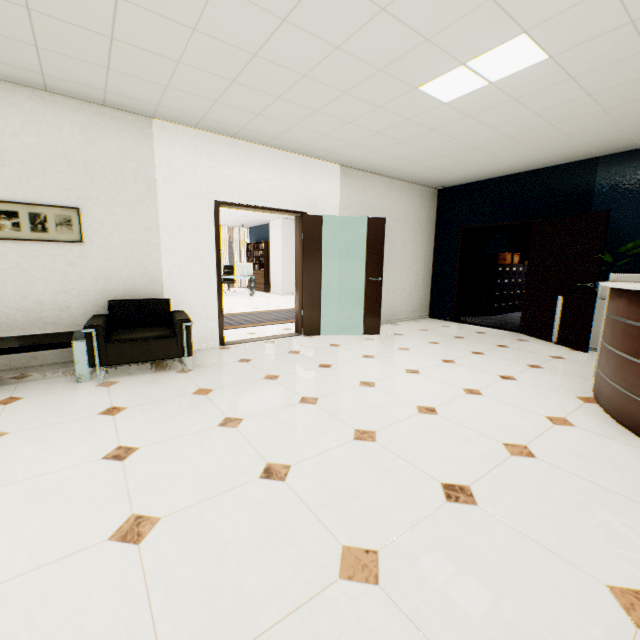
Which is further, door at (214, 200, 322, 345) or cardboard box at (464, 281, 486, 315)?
cardboard box at (464, 281, 486, 315)

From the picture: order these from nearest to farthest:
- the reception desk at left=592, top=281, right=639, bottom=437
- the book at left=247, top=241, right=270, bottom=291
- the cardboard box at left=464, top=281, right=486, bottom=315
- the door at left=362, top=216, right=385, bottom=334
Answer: the reception desk at left=592, top=281, right=639, bottom=437 < the door at left=362, top=216, right=385, bottom=334 < the cardboard box at left=464, top=281, right=486, bottom=315 < the book at left=247, top=241, right=270, bottom=291

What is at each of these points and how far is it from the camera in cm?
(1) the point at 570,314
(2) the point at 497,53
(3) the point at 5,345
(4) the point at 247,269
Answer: (1) door, 505
(2) light, 266
(3) table, 304
(4) monitor, 1234

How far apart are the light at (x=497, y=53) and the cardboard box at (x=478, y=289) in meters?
5.6

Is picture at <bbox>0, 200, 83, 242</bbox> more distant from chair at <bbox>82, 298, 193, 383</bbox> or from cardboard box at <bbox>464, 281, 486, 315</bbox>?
cardboard box at <bbox>464, 281, 486, 315</bbox>

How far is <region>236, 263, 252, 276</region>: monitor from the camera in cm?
1217

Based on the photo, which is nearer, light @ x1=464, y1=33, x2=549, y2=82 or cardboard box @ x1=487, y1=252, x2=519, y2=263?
light @ x1=464, y1=33, x2=549, y2=82

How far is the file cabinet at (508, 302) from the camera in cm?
824
